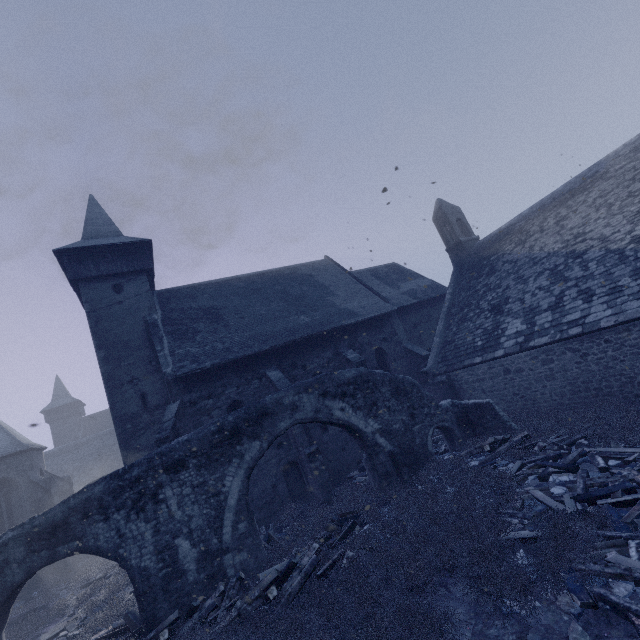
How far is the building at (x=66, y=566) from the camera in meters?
16.0

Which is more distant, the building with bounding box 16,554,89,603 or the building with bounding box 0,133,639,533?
the building with bounding box 16,554,89,603

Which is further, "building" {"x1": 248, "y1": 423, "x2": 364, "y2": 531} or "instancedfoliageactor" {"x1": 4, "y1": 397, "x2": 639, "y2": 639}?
"building" {"x1": 248, "y1": 423, "x2": 364, "y2": 531}

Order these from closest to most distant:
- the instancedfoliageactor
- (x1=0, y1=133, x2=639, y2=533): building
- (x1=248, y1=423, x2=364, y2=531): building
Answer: the instancedfoliageactor
(x1=0, y1=133, x2=639, y2=533): building
(x1=248, y1=423, x2=364, y2=531): building

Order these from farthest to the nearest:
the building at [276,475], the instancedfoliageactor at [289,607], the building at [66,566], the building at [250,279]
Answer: the building at [66,566]
the building at [276,475]
the building at [250,279]
the instancedfoliageactor at [289,607]

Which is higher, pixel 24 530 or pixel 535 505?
pixel 24 530

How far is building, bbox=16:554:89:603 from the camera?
16.0m
